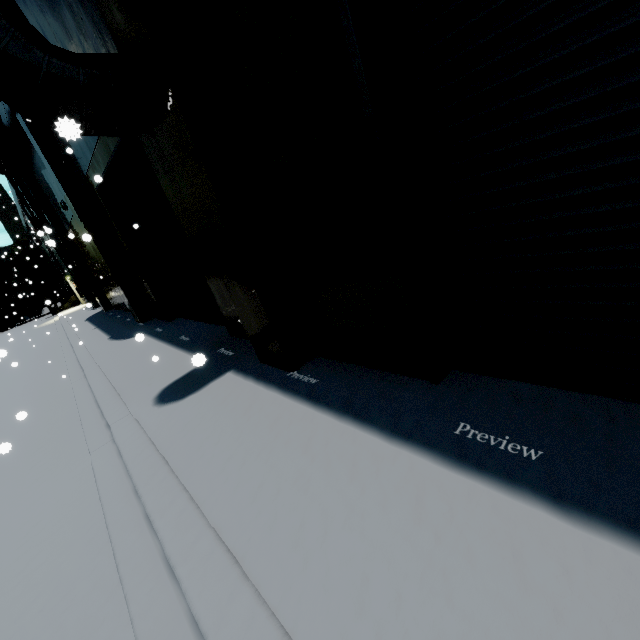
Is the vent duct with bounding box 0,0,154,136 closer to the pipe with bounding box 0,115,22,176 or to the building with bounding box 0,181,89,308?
the building with bounding box 0,181,89,308

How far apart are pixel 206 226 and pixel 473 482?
4.24m

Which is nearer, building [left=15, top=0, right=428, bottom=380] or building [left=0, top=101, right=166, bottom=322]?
building [left=15, top=0, right=428, bottom=380]

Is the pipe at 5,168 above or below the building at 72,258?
above

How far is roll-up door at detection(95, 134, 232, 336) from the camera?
7.0 meters

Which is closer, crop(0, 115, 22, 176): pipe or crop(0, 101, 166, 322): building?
crop(0, 101, 166, 322): building

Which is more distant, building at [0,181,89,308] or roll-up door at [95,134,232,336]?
building at [0,181,89,308]

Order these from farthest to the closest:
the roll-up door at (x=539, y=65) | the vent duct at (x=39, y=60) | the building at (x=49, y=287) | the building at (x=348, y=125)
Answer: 1. the building at (x=49, y=287)
2. the vent duct at (x=39, y=60)
3. the building at (x=348, y=125)
4. the roll-up door at (x=539, y=65)
